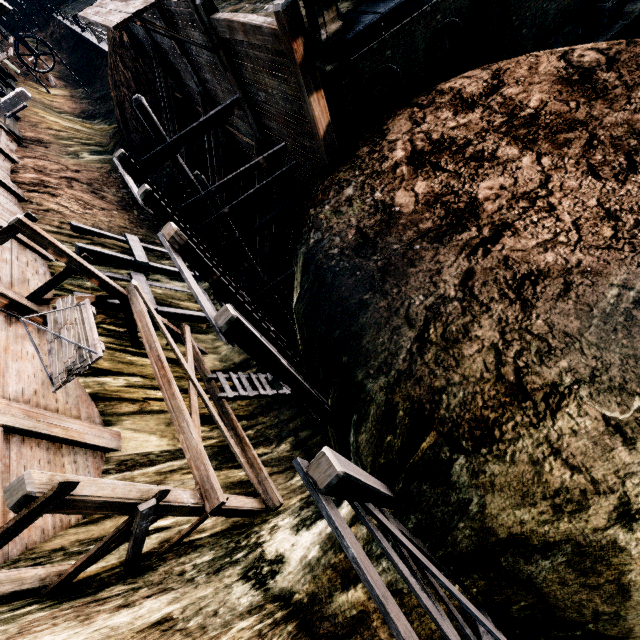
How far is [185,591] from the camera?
6.8m

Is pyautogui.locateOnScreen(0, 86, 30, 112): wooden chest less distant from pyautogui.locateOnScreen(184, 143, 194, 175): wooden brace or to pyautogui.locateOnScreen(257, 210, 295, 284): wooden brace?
pyautogui.locateOnScreen(184, 143, 194, 175): wooden brace

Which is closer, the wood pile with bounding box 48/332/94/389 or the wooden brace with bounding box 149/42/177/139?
the wood pile with bounding box 48/332/94/389

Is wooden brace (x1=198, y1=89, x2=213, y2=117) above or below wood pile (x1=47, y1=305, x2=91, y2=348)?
below

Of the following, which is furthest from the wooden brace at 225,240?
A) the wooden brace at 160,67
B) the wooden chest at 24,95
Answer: the wooden chest at 24,95

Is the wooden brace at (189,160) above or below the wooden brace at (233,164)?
below

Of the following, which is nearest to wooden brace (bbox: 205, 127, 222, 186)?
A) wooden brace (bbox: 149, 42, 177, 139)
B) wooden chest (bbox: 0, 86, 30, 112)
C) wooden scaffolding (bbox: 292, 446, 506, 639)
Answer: wooden brace (bbox: 149, 42, 177, 139)

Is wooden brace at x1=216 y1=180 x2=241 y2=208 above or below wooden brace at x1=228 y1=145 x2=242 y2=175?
below
